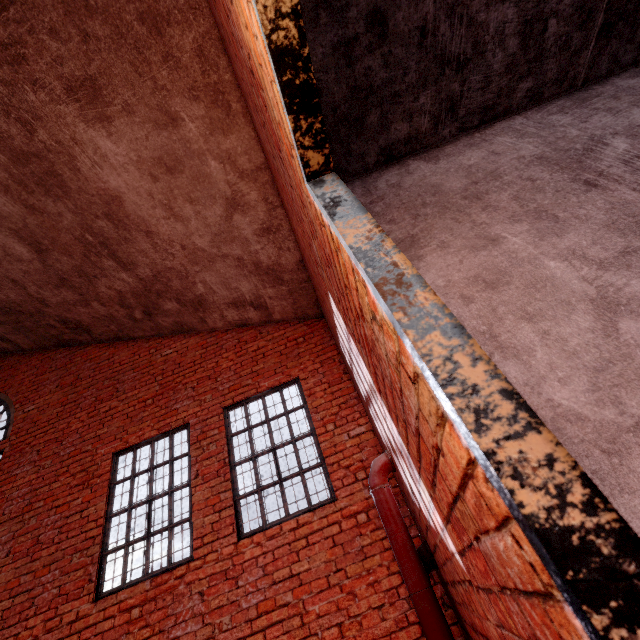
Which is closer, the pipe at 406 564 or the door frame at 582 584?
the door frame at 582 584

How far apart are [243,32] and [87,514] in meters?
6.3 m

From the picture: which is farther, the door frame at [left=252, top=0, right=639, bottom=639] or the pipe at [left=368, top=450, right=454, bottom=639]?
the pipe at [left=368, top=450, right=454, bottom=639]
